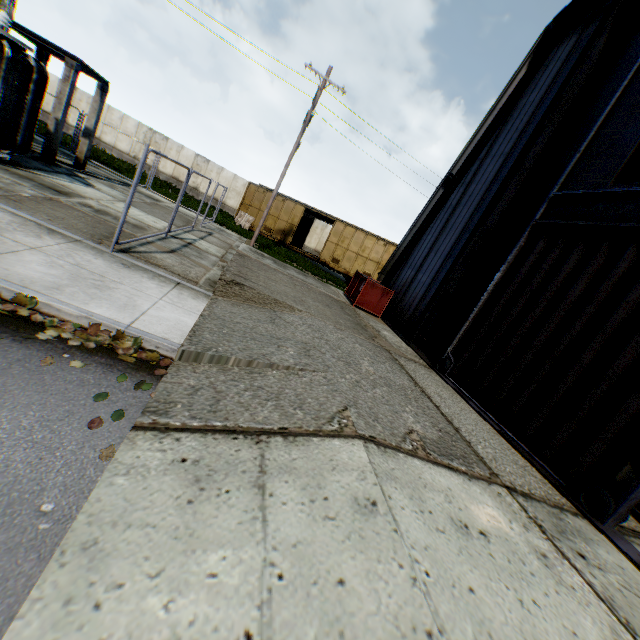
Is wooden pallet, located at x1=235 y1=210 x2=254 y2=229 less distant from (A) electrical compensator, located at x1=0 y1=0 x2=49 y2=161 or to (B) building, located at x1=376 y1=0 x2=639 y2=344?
(B) building, located at x1=376 y1=0 x2=639 y2=344

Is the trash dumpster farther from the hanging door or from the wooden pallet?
the wooden pallet

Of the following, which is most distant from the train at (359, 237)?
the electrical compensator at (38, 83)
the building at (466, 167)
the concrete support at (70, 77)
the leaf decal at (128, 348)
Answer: the leaf decal at (128, 348)

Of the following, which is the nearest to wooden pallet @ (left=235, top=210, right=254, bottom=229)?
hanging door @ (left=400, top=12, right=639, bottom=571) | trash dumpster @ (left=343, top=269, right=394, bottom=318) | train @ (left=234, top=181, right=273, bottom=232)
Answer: train @ (left=234, top=181, right=273, bottom=232)

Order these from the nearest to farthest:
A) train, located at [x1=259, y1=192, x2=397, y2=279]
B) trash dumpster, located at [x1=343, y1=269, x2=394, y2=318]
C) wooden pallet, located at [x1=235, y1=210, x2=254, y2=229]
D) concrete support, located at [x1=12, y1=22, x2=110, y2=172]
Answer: concrete support, located at [x1=12, y1=22, x2=110, y2=172]
trash dumpster, located at [x1=343, y1=269, x2=394, y2=318]
train, located at [x1=259, y1=192, x2=397, y2=279]
wooden pallet, located at [x1=235, y1=210, x2=254, y2=229]

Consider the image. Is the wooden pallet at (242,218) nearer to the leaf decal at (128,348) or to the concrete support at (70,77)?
the concrete support at (70,77)

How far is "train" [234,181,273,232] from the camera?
25.1 meters

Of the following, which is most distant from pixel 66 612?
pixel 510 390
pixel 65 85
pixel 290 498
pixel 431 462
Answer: pixel 65 85
